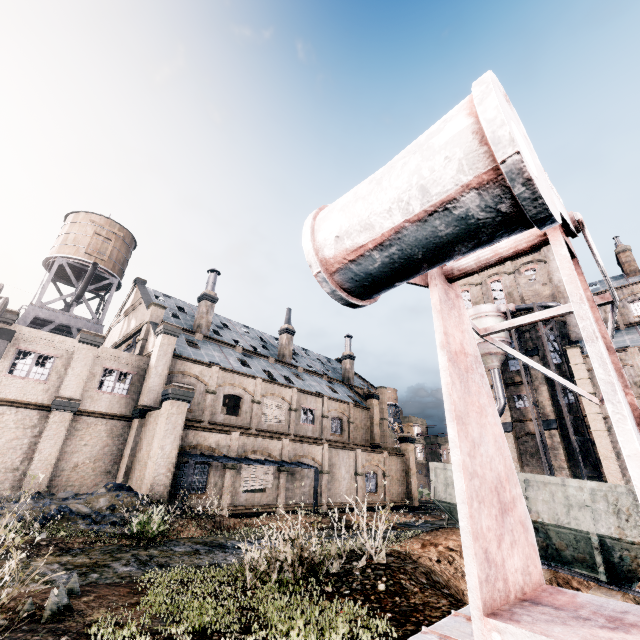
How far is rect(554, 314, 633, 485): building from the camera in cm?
2877

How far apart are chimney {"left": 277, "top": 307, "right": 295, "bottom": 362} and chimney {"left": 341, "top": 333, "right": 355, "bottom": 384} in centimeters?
1080cm

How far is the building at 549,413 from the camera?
33.9m

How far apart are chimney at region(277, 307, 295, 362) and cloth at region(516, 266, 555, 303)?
31.04m

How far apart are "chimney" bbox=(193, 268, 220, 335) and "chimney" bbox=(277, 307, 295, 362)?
9.4 meters

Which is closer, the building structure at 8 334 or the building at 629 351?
the building structure at 8 334

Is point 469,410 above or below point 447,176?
below
